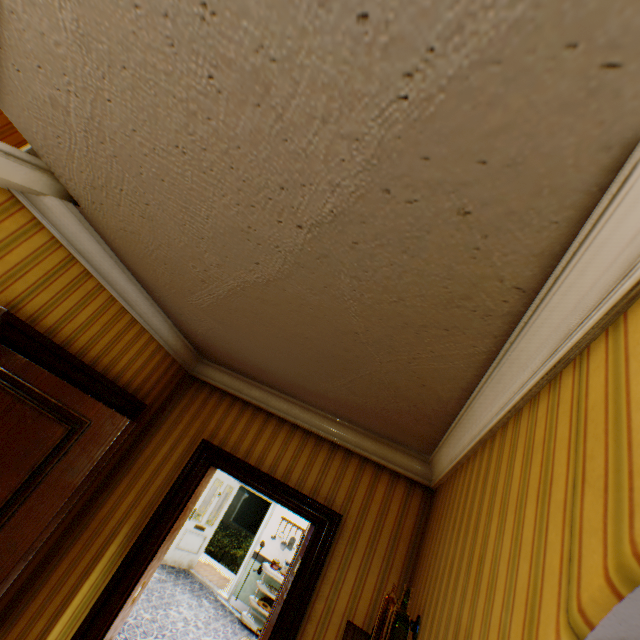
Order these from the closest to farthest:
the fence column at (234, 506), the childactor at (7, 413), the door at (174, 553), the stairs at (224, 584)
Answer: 1. the childactor at (7, 413)
2. the door at (174, 553)
3. the stairs at (224, 584)
4. the fence column at (234, 506)

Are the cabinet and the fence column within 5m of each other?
no

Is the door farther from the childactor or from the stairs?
the childactor

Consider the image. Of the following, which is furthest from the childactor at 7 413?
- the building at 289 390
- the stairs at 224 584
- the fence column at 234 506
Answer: the fence column at 234 506

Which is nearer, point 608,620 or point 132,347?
point 608,620

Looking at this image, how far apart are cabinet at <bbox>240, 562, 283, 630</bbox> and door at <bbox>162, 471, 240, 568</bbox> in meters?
1.7 m

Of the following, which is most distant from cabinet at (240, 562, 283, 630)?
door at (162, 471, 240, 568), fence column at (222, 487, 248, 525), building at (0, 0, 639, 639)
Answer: fence column at (222, 487, 248, 525)

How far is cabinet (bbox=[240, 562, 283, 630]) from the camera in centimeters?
670cm
